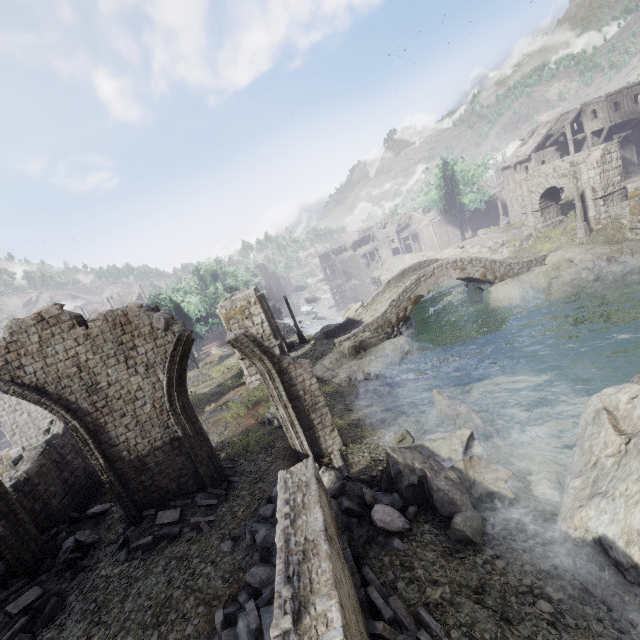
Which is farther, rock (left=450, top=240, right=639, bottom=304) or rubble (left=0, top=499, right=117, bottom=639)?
rock (left=450, top=240, right=639, bottom=304)

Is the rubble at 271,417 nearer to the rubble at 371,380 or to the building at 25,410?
the rubble at 371,380

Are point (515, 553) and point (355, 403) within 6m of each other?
no

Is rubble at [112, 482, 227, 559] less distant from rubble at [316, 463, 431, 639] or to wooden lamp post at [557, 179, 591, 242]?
rubble at [316, 463, 431, 639]

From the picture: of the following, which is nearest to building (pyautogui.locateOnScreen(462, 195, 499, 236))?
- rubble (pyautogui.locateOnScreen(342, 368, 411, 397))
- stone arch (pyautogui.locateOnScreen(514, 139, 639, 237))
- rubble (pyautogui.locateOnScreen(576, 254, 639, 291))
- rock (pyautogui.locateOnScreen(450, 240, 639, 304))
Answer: stone arch (pyautogui.locateOnScreen(514, 139, 639, 237))

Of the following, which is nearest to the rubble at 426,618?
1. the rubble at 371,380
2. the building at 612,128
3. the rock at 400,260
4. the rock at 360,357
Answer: the building at 612,128

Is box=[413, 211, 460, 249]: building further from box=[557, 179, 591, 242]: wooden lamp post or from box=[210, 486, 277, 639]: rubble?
box=[557, 179, 591, 242]: wooden lamp post

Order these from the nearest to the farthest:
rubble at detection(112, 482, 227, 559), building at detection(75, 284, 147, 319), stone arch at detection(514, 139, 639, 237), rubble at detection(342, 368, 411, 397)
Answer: rubble at detection(112, 482, 227, 559), rubble at detection(342, 368, 411, 397), stone arch at detection(514, 139, 639, 237), building at detection(75, 284, 147, 319)
